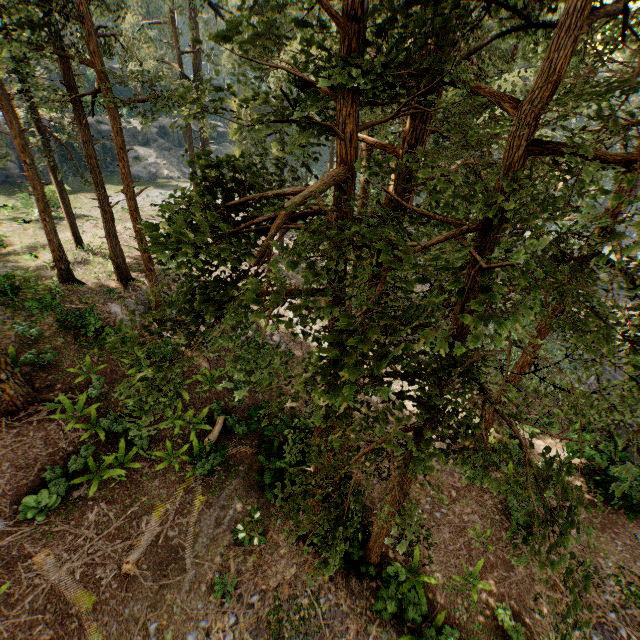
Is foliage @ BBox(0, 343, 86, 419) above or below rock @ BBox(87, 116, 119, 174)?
below

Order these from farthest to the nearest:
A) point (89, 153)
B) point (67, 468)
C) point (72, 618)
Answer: point (89, 153) < point (67, 468) < point (72, 618)

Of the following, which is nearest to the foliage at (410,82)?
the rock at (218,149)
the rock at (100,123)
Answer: the rock at (100,123)

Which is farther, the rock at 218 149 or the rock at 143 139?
the rock at 218 149

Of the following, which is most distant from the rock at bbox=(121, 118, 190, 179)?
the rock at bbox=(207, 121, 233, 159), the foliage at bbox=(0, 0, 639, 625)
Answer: the foliage at bbox=(0, 0, 639, 625)

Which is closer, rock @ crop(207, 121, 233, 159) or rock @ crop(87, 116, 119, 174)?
rock @ crop(87, 116, 119, 174)

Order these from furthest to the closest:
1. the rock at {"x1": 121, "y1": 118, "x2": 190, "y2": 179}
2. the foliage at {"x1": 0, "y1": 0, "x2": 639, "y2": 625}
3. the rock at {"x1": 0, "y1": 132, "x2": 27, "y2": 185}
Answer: the rock at {"x1": 121, "y1": 118, "x2": 190, "y2": 179}, the rock at {"x1": 0, "y1": 132, "x2": 27, "y2": 185}, the foliage at {"x1": 0, "y1": 0, "x2": 639, "y2": 625}
